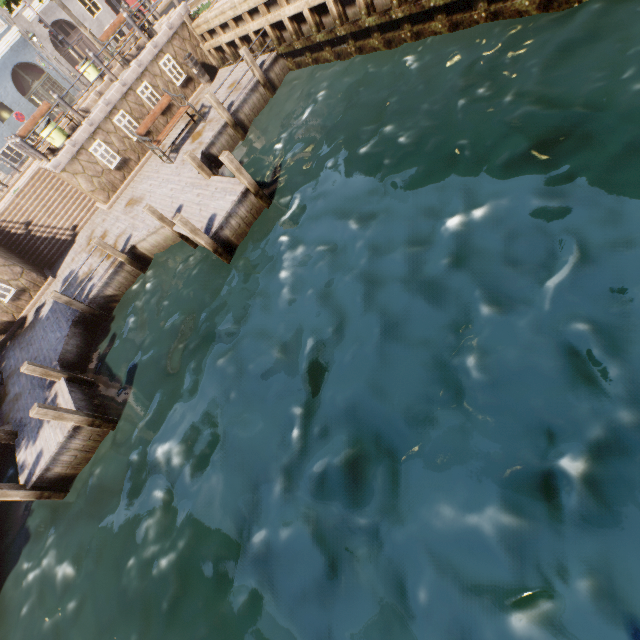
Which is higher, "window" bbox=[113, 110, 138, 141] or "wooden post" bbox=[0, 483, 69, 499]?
"window" bbox=[113, 110, 138, 141]

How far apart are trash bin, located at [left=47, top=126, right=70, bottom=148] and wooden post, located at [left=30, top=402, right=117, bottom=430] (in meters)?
10.87

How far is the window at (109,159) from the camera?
12.3 meters

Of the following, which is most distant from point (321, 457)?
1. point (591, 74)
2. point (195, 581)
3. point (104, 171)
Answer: point (104, 171)

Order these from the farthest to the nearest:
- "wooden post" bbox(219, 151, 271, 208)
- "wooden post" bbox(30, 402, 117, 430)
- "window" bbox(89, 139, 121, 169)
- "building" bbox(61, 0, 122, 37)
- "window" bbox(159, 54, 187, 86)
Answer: "building" bbox(61, 0, 122, 37) < "window" bbox(159, 54, 187, 86) < "window" bbox(89, 139, 121, 169) < "wooden post" bbox(219, 151, 271, 208) < "wooden post" bbox(30, 402, 117, 430)

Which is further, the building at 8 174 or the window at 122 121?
the building at 8 174

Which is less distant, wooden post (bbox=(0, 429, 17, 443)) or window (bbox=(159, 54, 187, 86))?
wooden post (bbox=(0, 429, 17, 443))

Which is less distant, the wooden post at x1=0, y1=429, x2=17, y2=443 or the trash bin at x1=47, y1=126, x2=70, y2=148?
the wooden post at x1=0, y1=429, x2=17, y2=443
